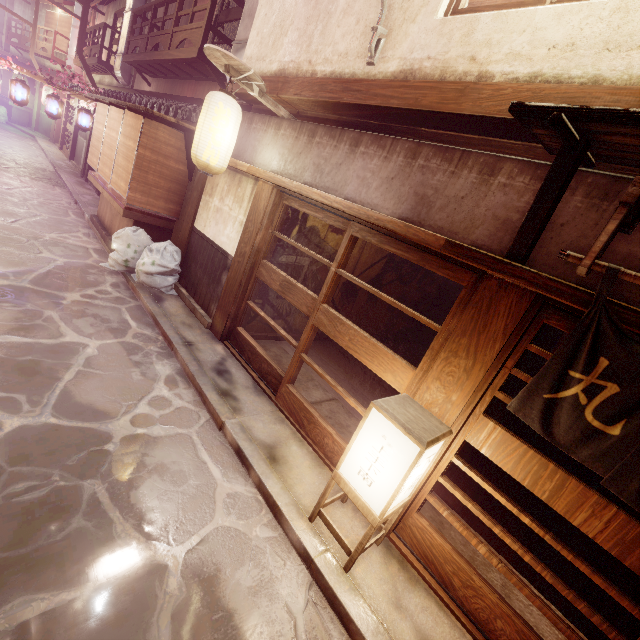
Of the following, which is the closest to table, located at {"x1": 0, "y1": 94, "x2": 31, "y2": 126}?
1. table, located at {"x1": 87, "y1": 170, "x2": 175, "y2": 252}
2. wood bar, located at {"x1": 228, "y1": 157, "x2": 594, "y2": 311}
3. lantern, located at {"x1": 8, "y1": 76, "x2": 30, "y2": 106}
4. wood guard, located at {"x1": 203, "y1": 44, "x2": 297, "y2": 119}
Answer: lantern, located at {"x1": 8, "y1": 76, "x2": 30, "y2": 106}

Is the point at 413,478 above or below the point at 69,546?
above

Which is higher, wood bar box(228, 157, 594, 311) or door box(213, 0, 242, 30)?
door box(213, 0, 242, 30)

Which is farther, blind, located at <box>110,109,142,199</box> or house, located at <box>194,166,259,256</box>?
blind, located at <box>110,109,142,199</box>

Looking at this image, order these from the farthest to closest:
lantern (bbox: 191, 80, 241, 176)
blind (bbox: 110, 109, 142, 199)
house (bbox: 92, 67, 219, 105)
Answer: house (bbox: 92, 67, 219, 105), blind (bbox: 110, 109, 142, 199), lantern (bbox: 191, 80, 241, 176)

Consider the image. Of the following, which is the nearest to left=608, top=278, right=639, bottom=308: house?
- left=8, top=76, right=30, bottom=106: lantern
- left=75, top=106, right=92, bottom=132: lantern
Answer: left=75, top=106, right=92, bottom=132: lantern

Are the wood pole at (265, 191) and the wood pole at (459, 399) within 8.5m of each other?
yes

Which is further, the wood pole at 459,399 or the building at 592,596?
the building at 592,596
